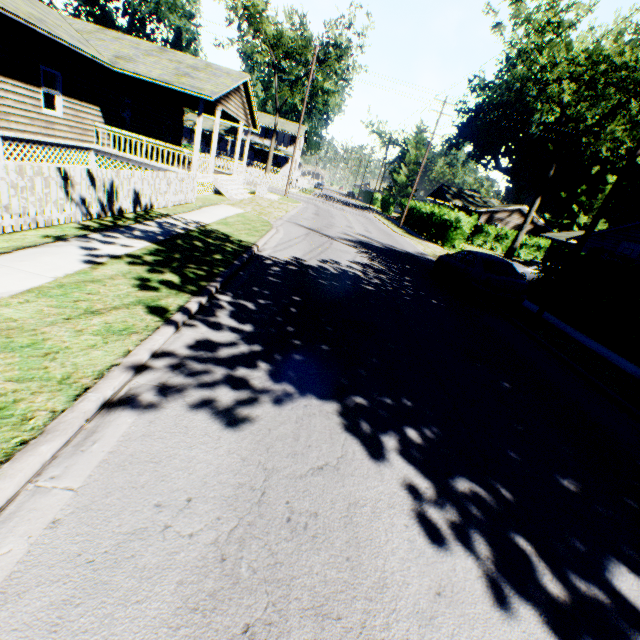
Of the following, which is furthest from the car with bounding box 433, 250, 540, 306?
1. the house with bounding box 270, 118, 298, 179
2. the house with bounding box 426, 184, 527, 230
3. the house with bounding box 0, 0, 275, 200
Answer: the house with bounding box 270, 118, 298, 179

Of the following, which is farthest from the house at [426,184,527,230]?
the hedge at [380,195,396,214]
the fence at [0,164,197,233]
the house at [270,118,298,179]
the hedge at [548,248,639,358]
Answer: the fence at [0,164,197,233]

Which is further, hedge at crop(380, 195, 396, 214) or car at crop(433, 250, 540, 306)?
hedge at crop(380, 195, 396, 214)

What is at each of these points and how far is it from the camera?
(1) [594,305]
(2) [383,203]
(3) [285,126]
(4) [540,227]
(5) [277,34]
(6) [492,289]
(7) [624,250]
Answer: (1) hedge, 12.13m
(2) hedge, 57.59m
(3) house, 56.25m
(4) house, 47.03m
(5) tree, 35.38m
(6) car, 11.25m
(7) basketball hoop, 21.41m

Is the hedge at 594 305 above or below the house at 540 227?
below

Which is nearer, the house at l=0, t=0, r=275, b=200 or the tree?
the house at l=0, t=0, r=275, b=200

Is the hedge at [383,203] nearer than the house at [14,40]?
No

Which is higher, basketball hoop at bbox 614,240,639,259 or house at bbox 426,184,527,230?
house at bbox 426,184,527,230
